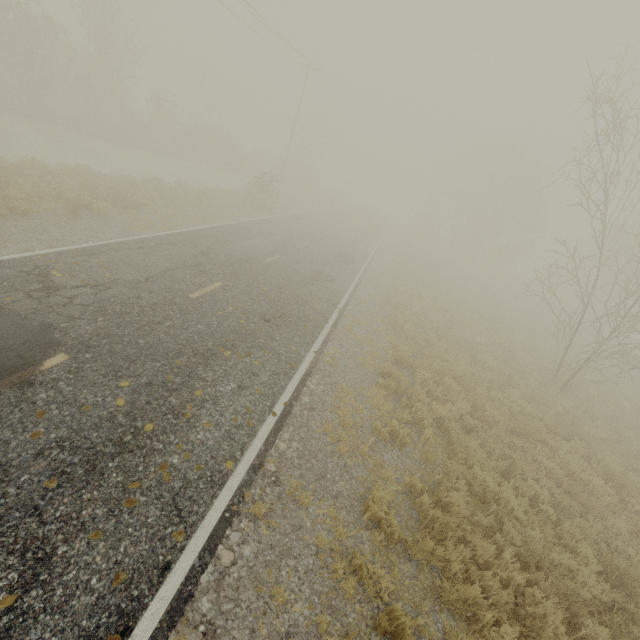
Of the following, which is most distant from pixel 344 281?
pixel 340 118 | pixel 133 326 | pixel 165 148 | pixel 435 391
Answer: pixel 340 118
